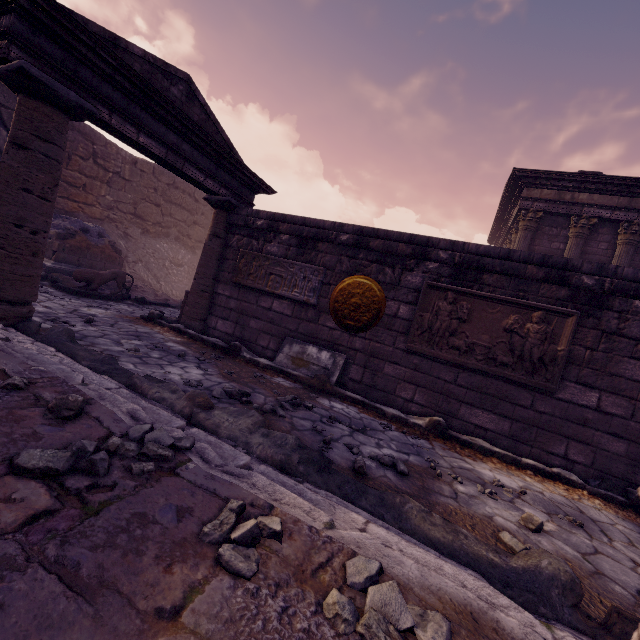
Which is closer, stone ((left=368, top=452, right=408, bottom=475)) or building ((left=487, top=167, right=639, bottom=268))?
stone ((left=368, top=452, right=408, bottom=475))

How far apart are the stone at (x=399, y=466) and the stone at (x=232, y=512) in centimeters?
201cm

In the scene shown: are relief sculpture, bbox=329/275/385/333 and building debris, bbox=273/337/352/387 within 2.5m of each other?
yes

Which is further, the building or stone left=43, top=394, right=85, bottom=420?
the building

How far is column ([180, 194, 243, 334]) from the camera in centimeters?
642cm

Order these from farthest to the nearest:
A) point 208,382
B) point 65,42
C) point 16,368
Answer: point 208,382 → point 65,42 → point 16,368

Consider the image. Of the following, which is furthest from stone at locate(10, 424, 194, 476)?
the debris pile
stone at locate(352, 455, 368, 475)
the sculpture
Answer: the sculpture

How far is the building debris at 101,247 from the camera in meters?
9.4
